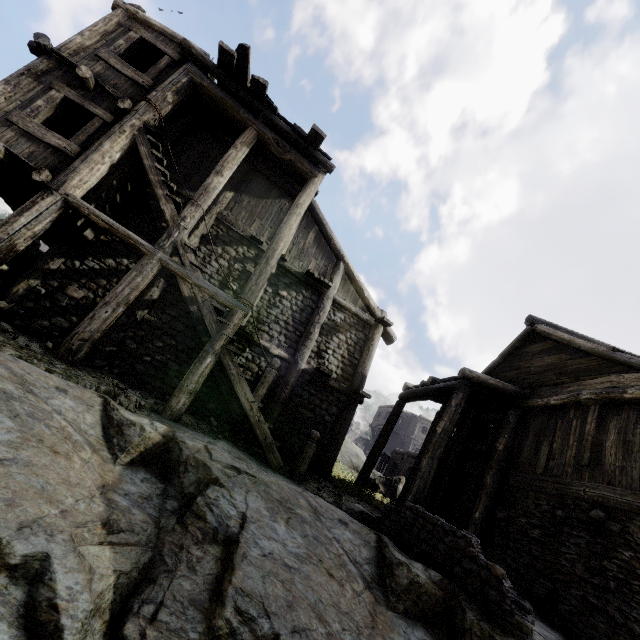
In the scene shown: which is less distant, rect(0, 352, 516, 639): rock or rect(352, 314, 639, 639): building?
rect(0, 352, 516, 639): rock

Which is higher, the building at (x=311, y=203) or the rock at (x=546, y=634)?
the building at (x=311, y=203)

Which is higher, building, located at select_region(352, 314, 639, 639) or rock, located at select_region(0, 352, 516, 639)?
building, located at select_region(352, 314, 639, 639)

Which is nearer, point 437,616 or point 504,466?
point 437,616

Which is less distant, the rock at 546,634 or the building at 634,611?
the rock at 546,634

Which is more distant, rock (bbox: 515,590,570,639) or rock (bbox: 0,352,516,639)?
rock (bbox: 515,590,570,639)
